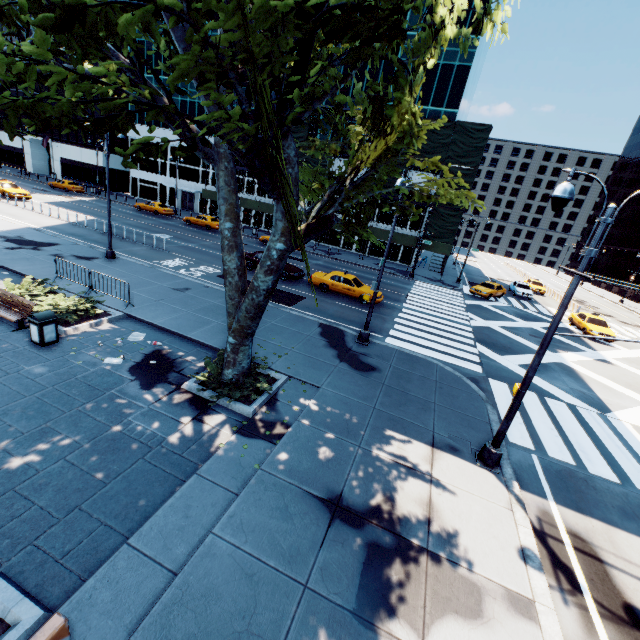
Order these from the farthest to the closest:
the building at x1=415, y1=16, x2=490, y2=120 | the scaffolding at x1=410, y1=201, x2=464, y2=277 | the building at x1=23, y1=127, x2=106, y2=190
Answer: the building at x1=23, y1=127, x2=106, y2=190 → the scaffolding at x1=410, y1=201, x2=464, y2=277 → the building at x1=415, y1=16, x2=490, y2=120

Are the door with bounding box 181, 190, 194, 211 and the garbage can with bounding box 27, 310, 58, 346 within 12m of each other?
no

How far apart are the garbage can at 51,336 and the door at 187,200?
45.11m

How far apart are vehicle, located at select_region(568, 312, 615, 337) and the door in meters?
50.5 m

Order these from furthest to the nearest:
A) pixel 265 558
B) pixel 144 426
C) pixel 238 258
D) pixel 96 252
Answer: pixel 96 252 < pixel 238 258 < pixel 144 426 < pixel 265 558

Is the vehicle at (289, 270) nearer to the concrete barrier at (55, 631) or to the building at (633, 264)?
the concrete barrier at (55, 631)

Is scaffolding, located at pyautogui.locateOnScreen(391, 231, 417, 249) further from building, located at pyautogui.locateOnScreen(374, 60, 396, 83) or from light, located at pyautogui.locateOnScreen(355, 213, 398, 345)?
light, located at pyautogui.locateOnScreen(355, 213, 398, 345)

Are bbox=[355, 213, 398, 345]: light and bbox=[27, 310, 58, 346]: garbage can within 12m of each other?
yes
